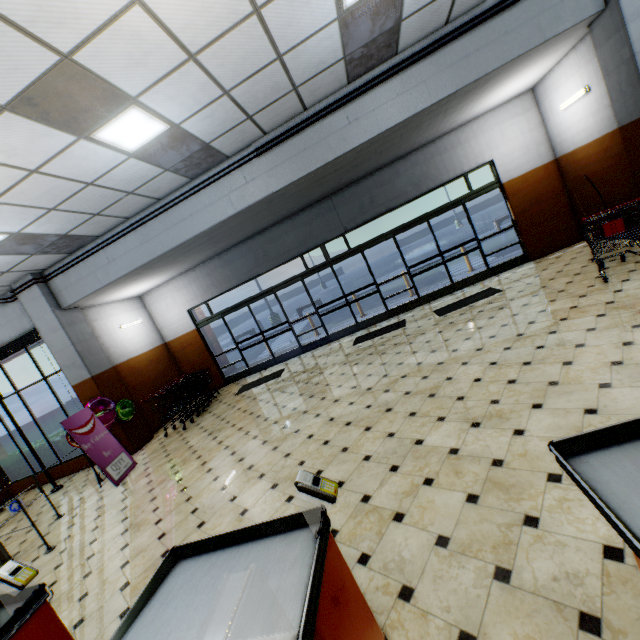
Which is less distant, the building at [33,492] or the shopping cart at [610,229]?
the shopping cart at [610,229]

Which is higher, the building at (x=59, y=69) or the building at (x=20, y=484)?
the building at (x=59, y=69)

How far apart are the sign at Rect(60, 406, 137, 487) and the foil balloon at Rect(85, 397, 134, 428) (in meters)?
0.10

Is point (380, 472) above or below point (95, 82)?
below

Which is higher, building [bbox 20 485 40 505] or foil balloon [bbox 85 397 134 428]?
foil balloon [bbox 85 397 134 428]

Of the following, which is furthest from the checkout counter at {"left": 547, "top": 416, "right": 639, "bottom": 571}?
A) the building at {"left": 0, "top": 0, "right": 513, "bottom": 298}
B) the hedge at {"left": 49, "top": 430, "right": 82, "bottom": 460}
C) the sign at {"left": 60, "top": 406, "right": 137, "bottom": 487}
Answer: the hedge at {"left": 49, "top": 430, "right": 82, "bottom": 460}

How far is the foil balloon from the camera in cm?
733

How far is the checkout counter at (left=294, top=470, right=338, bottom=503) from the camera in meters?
1.5
